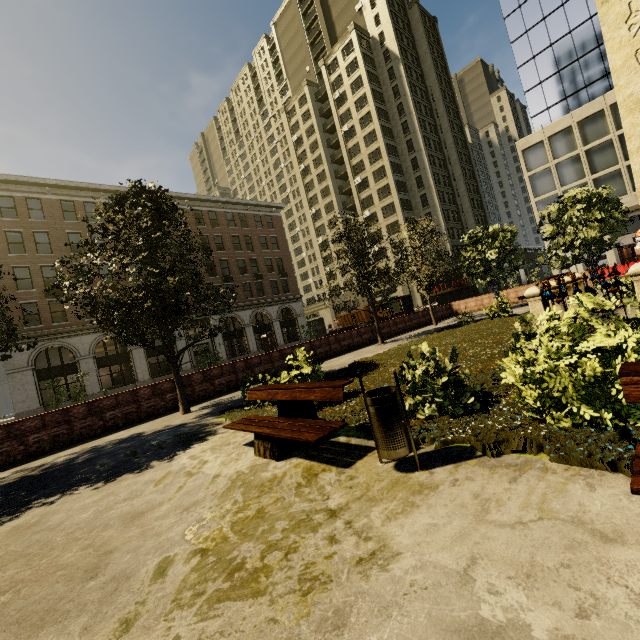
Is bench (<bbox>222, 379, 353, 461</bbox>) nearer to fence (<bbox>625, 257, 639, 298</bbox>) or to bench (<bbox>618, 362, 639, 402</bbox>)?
bench (<bbox>618, 362, 639, 402</bbox>)

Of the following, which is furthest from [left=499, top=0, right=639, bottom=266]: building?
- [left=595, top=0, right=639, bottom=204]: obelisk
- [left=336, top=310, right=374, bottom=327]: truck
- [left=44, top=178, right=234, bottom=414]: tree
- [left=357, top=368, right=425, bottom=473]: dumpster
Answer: [left=595, top=0, right=639, bottom=204]: obelisk

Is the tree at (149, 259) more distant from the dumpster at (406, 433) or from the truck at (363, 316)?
the truck at (363, 316)

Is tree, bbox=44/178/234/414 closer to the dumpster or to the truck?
the dumpster

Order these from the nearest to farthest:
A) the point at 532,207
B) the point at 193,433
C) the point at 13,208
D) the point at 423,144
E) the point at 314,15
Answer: the point at 193,433, the point at 13,208, the point at 532,207, the point at 423,144, the point at 314,15

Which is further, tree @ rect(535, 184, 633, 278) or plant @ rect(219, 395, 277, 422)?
tree @ rect(535, 184, 633, 278)

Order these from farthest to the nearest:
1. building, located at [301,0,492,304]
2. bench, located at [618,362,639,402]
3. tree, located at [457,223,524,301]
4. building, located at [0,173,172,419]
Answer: building, located at [301,0,492,304]
building, located at [0,173,172,419]
tree, located at [457,223,524,301]
bench, located at [618,362,639,402]

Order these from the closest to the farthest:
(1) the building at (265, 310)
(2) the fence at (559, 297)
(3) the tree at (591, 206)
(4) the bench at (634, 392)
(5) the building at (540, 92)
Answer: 1. (4) the bench at (634, 392)
2. (2) the fence at (559, 297)
3. (3) the tree at (591, 206)
4. (5) the building at (540, 92)
5. (1) the building at (265, 310)
